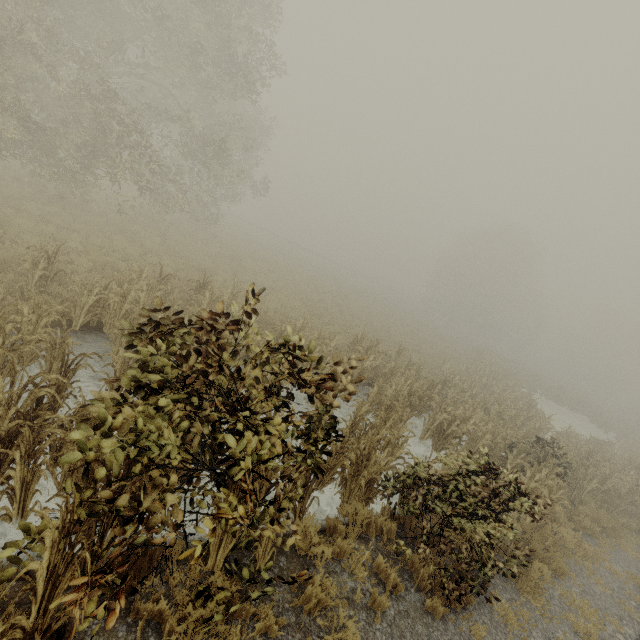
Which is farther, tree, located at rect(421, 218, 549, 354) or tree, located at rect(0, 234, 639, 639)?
tree, located at rect(421, 218, 549, 354)

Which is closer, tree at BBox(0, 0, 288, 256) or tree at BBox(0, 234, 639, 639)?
tree at BBox(0, 234, 639, 639)

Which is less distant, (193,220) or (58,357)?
(58,357)

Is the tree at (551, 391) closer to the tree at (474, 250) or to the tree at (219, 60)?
the tree at (219, 60)

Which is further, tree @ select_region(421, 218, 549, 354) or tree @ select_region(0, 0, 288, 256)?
tree @ select_region(421, 218, 549, 354)

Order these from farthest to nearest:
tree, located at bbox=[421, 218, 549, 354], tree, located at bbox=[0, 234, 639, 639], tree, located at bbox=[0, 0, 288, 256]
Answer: tree, located at bbox=[421, 218, 549, 354]
tree, located at bbox=[0, 0, 288, 256]
tree, located at bbox=[0, 234, 639, 639]

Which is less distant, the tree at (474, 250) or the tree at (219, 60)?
the tree at (219, 60)

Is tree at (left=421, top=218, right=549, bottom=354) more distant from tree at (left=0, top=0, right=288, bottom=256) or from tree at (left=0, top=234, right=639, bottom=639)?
tree at (left=0, top=234, right=639, bottom=639)
